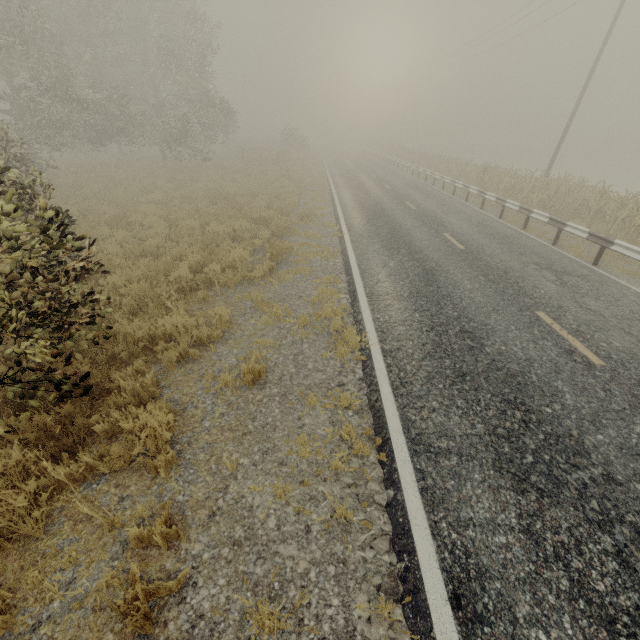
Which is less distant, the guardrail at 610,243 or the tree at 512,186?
the guardrail at 610,243

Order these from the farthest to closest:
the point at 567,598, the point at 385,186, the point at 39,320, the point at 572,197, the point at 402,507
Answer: the point at 385,186
the point at 572,197
the point at 39,320
the point at 402,507
the point at 567,598

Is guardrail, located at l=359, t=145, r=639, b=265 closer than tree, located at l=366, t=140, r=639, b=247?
Yes
